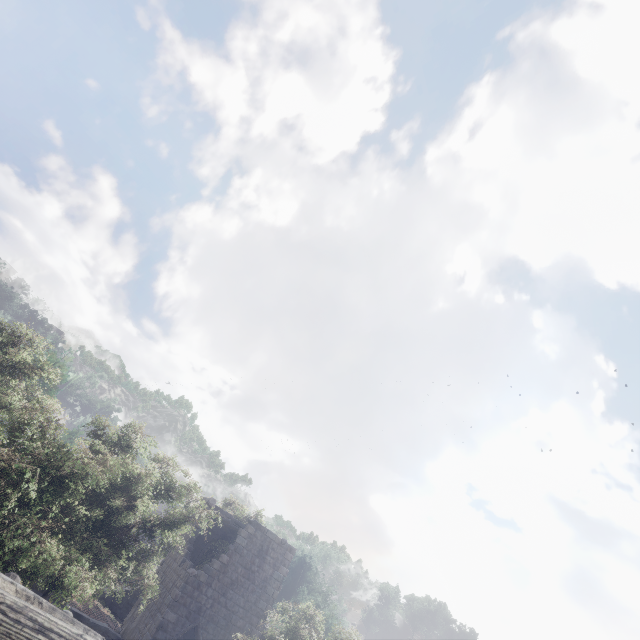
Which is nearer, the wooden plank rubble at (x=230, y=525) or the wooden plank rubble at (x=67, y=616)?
the wooden plank rubble at (x=67, y=616)

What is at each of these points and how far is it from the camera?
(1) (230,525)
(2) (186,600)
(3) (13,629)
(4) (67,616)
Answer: (1) wooden plank rubble, 22.8 meters
(2) building, 18.2 meters
(3) building, 3.1 meters
(4) wooden plank rubble, 3.8 meters

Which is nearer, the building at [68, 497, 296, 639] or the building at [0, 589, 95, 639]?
the building at [0, 589, 95, 639]

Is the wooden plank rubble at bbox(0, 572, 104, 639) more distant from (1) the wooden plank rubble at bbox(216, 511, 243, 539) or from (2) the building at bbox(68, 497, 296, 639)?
(1) the wooden plank rubble at bbox(216, 511, 243, 539)

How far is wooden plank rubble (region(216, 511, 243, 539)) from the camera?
21.3m

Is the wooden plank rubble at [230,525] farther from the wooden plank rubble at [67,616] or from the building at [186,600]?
the wooden plank rubble at [67,616]

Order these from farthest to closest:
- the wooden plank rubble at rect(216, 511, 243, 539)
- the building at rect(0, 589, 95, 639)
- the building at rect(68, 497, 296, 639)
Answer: the wooden plank rubble at rect(216, 511, 243, 539) < the building at rect(68, 497, 296, 639) < the building at rect(0, 589, 95, 639)
